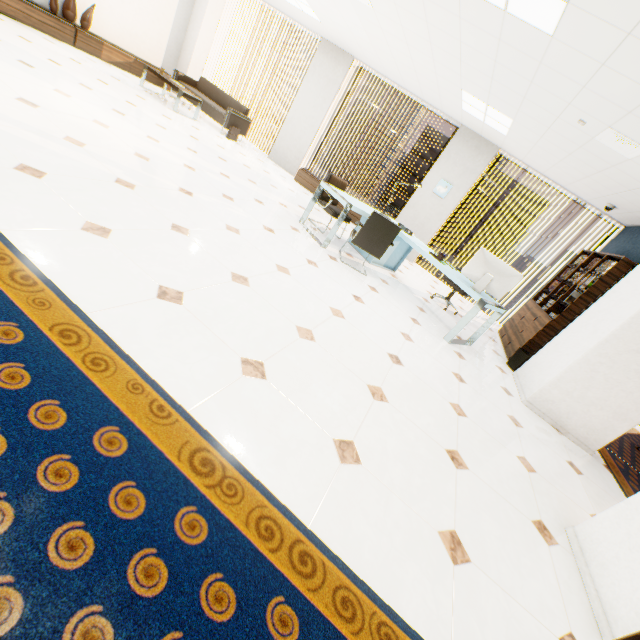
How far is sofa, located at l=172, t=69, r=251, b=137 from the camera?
7.8 meters

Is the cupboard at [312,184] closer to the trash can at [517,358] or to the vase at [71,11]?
the trash can at [517,358]

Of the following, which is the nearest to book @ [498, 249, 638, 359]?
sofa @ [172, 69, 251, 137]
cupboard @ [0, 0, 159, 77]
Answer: sofa @ [172, 69, 251, 137]

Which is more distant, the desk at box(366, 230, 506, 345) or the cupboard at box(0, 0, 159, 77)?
the cupboard at box(0, 0, 159, 77)

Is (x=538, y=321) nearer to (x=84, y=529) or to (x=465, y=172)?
(x=465, y=172)

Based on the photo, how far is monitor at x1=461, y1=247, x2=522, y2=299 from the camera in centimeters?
429cm

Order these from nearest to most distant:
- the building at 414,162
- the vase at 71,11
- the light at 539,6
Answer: the light at 539,6
the vase at 71,11
the building at 414,162

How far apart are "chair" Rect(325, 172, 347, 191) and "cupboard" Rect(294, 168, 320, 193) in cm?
199
